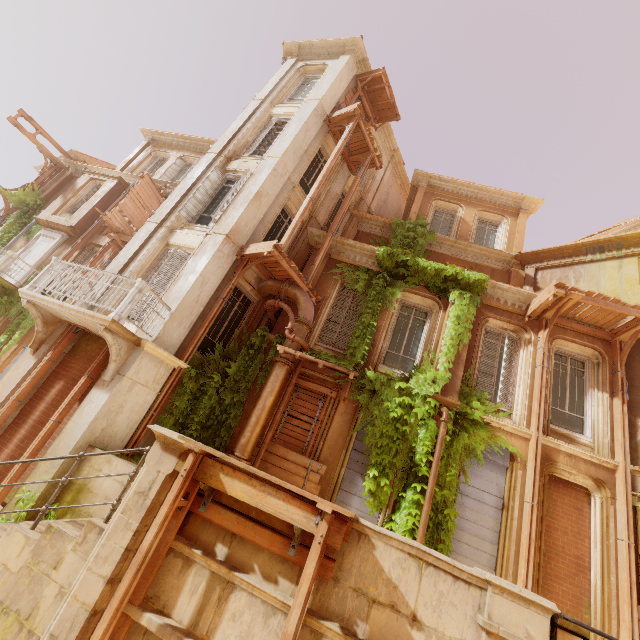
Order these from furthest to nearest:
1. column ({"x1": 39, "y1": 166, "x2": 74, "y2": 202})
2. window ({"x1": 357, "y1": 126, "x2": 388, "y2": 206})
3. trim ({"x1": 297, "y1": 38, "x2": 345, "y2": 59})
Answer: column ({"x1": 39, "y1": 166, "x2": 74, "y2": 202}), window ({"x1": 357, "y1": 126, "x2": 388, "y2": 206}), trim ({"x1": 297, "y1": 38, "x2": 345, "y2": 59})

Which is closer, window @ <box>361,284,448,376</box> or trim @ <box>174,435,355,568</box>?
trim @ <box>174,435,355,568</box>

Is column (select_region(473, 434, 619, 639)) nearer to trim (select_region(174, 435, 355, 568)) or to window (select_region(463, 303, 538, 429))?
window (select_region(463, 303, 538, 429))

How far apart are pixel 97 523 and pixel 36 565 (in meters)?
0.76

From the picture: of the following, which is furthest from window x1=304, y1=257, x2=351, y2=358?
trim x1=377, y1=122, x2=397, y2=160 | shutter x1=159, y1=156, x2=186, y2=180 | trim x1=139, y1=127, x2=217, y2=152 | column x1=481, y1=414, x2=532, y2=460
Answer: shutter x1=159, y1=156, x2=186, y2=180

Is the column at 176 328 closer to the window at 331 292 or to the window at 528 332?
the window at 331 292

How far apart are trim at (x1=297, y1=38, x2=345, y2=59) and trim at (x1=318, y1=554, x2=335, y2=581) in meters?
17.5

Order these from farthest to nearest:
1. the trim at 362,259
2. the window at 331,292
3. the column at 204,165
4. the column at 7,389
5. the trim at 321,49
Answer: the trim at 321,49 → the trim at 362,259 → the window at 331,292 → the column at 204,165 → the column at 7,389
